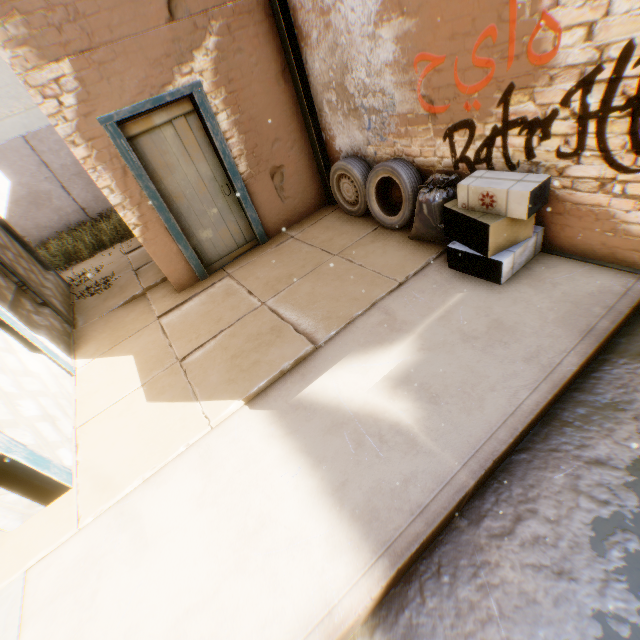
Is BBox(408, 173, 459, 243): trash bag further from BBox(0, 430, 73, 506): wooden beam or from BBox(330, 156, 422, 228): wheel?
BBox(0, 430, 73, 506): wooden beam

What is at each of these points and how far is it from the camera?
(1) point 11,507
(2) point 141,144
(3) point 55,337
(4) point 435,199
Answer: (1) building, 2.88m
(2) door, 4.45m
(3) building, 4.96m
(4) trash bag, 3.89m

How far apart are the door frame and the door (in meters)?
0.00

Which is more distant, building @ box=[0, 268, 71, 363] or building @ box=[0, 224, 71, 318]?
building @ box=[0, 224, 71, 318]

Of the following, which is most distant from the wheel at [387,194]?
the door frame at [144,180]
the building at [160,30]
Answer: the door frame at [144,180]

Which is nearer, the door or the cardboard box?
the cardboard box

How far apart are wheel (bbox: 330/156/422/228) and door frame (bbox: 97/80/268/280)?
0.8 meters

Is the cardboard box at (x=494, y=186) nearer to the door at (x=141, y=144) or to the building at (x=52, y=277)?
the building at (x=52, y=277)
